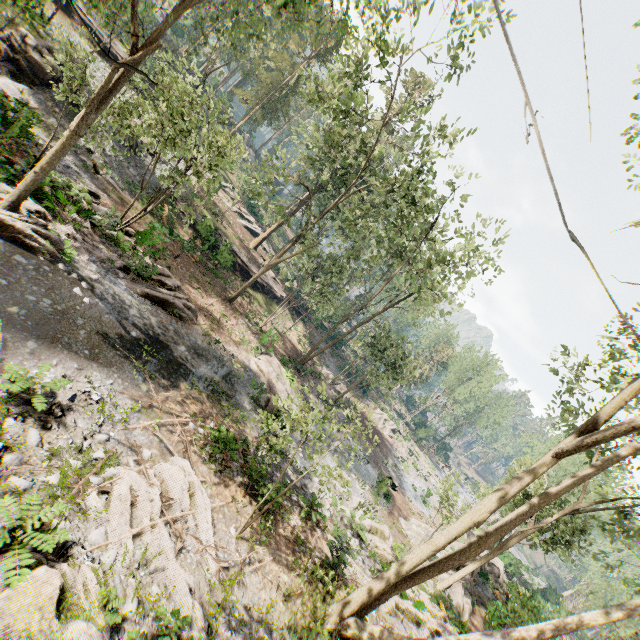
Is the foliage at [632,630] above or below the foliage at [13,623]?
above

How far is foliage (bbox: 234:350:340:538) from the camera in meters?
8.8 m

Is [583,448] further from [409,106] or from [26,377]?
[409,106]

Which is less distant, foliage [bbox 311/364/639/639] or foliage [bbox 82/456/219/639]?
foliage [bbox 82/456/219/639]

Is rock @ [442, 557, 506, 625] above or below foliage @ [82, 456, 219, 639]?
above

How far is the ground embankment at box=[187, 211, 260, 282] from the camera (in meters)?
26.58

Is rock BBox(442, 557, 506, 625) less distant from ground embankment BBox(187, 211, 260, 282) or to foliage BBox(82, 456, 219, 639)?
foliage BBox(82, 456, 219, 639)

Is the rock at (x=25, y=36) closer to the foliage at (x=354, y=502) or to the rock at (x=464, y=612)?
the foliage at (x=354, y=502)
